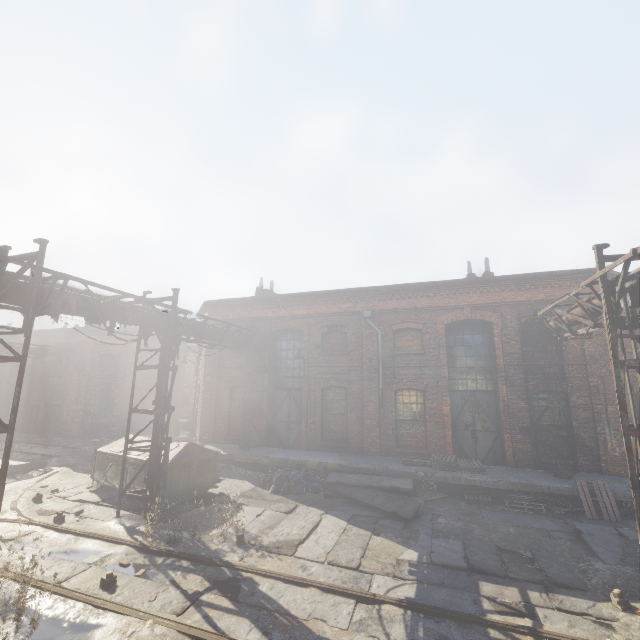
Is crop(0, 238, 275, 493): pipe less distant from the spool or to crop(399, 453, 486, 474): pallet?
the spool

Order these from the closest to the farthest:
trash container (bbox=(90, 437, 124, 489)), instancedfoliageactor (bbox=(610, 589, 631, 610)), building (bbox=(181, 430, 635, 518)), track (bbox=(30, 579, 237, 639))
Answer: track (bbox=(30, 579, 237, 639))
instancedfoliageactor (bbox=(610, 589, 631, 610))
building (bbox=(181, 430, 635, 518))
trash container (bbox=(90, 437, 124, 489))

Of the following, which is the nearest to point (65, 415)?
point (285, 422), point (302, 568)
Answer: point (285, 422)

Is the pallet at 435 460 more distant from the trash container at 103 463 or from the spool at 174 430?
the spool at 174 430

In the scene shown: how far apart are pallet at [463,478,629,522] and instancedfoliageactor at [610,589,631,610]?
4.31m

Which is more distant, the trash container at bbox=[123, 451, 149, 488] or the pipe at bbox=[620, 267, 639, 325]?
the trash container at bbox=[123, 451, 149, 488]

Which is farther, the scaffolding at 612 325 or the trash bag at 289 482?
the trash bag at 289 482

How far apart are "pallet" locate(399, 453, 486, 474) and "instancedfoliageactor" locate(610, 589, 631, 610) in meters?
5.4 m
